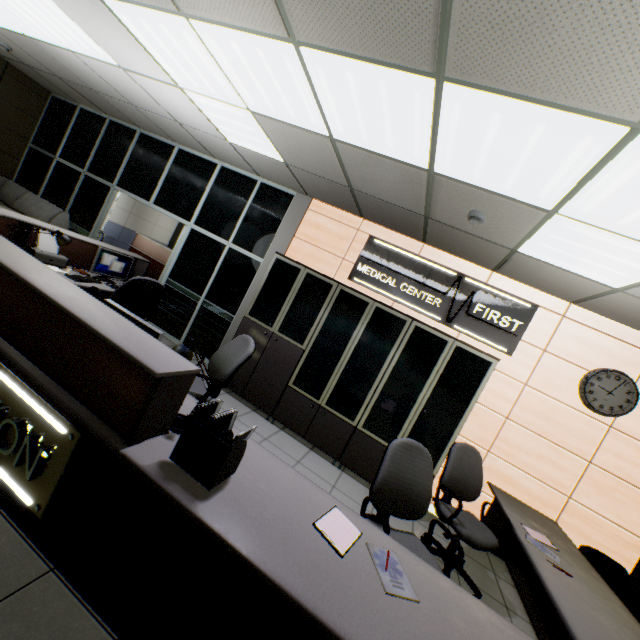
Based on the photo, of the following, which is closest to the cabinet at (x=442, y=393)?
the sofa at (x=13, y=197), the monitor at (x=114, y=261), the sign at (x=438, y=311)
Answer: the sign at (x=438, y=311)

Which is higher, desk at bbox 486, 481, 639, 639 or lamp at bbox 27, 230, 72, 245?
lamp at bbox 27, 230, 72, 245

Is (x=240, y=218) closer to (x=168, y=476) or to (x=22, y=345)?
(x=22, y=345)

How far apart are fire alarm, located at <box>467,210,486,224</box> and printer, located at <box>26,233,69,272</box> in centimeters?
451cm

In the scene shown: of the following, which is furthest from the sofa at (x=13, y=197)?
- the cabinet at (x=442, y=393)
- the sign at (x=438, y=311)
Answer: the sign at (x=438, y=311)

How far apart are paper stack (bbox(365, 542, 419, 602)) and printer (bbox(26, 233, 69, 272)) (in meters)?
4.19

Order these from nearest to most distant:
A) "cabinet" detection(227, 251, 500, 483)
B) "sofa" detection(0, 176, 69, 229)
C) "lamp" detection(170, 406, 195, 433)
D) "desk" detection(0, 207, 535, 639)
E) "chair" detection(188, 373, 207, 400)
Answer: "desk" detection(0, 207, 535, 639)
"lamp" detection(170, 406, 195, 433)
"chair" detection(188, 373, 207, 400)
"cabinet" detection(227, 251, 500, 483)
"sofa" detection(0, 176, 69, 229)

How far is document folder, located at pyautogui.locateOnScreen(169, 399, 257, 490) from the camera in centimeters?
159cm
